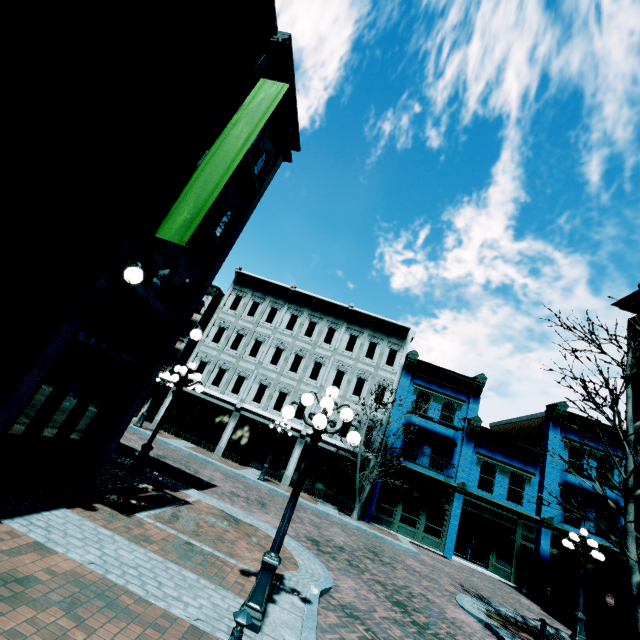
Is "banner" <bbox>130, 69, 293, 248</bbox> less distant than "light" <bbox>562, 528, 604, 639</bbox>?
Yes

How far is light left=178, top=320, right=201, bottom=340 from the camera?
8.4m

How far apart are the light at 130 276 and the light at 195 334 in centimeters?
272cm

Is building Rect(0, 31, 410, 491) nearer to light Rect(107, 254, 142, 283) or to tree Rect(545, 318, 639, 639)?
tree Rect(545, 318, 639, 639)

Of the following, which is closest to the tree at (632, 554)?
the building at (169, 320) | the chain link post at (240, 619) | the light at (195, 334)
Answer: the building at (169, 320)

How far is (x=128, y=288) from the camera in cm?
657

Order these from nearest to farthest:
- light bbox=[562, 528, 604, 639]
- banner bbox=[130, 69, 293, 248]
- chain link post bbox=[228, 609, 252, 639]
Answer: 1. chain link post bbox=[228, 609, 252, 639]
2. banner bbox=[130, 69, 293, 248]
3. light bbox=[562, 528, 604, 639]

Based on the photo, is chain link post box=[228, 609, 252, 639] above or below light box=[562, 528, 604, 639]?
above
